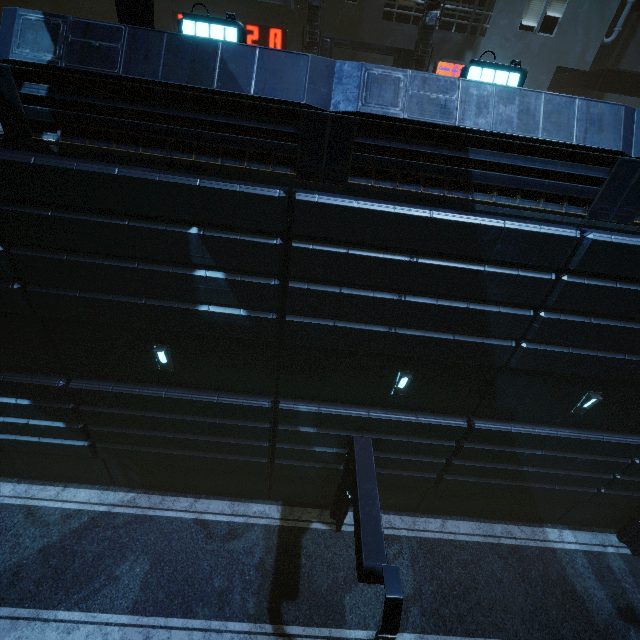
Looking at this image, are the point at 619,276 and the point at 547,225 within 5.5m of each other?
yes

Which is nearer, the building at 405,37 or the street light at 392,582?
the street light at 392,582

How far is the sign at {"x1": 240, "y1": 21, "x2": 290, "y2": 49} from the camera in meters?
14.0

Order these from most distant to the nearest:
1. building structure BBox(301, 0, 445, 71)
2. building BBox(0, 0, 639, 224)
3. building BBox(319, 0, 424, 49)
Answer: building BBox(319, 0, 424, 49) → building structure BBox(301, 0, 445, 71) → building BBox(0, 0, 639, 224)

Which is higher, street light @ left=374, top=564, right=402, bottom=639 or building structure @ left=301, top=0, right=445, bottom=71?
building structure @ left=301, top=0, right=445, bottom=71

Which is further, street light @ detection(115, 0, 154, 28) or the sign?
the sign

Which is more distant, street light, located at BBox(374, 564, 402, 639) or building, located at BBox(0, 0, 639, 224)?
street light, located at BBox(374, 564, 402, 639)

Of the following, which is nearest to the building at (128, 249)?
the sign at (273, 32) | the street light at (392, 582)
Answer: the sign at (273, 32)
